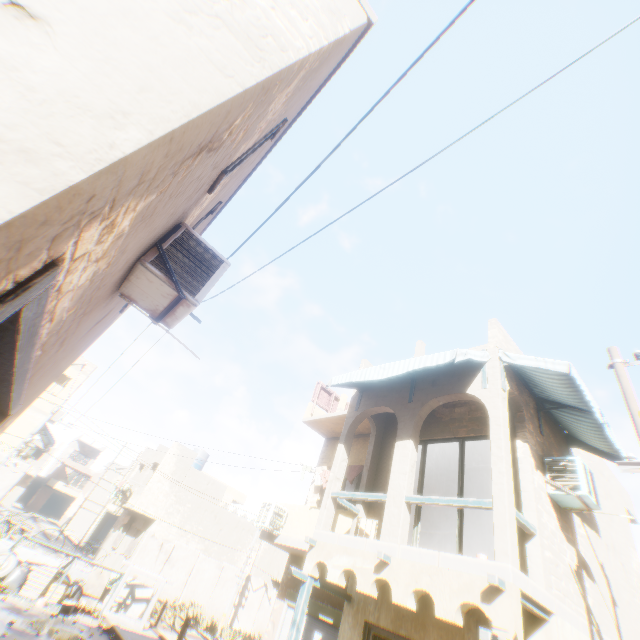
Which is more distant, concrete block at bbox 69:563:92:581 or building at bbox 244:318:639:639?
concrete block at bbox 69:563:92:581

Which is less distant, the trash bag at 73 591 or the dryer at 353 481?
the dryer at 353 481

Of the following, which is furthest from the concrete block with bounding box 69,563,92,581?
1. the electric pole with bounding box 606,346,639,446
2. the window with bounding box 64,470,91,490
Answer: the window with bounding box 64,470,91,490

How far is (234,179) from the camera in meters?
5.0

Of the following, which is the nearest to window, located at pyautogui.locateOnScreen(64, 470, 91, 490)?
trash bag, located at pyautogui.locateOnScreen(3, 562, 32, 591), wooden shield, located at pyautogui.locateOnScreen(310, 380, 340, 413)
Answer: trash bag, located at pyautogui.locateOnScreen(3, 562, 32, 591)

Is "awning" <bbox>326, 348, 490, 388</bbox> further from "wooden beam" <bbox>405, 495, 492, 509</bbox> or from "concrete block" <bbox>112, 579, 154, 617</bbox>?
"concrete block" <bbox>112, 579, 154, 617</bbox>

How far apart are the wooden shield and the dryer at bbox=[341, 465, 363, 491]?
2.2m

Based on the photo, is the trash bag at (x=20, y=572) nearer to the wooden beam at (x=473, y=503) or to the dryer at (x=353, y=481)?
the dryer at (x=353, y=481)
